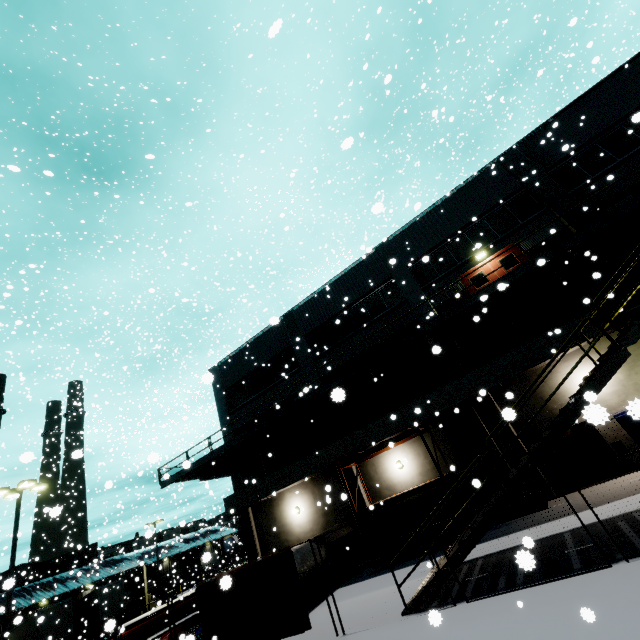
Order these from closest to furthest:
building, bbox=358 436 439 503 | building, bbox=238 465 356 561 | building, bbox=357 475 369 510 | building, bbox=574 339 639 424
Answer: building, bbox=574 339 639 424 < building, bbox=358 436 439 503 < building, bbox=357 475 369 510 < building, bbox=238 465 356 561

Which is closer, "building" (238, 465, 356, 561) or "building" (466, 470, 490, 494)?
"building" (466, 470, 490, 494)

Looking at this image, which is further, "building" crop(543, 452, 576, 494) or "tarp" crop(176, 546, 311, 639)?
"building" crop(543, 452, 576, 494)

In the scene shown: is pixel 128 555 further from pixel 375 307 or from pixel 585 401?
pixel 585 401

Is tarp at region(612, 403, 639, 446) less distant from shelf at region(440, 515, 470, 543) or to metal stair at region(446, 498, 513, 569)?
metal stair at region(446, 498, 513, 569)

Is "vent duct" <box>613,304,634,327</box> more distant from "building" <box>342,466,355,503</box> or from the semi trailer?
the semi trailer

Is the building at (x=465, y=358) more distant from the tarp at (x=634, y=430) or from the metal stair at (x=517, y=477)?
the tarp at (x=634, y=430)

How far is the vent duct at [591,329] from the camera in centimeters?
1245cm
